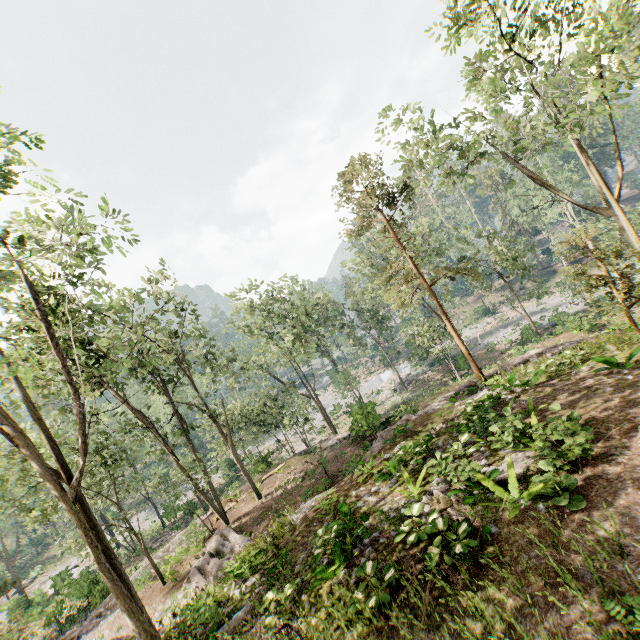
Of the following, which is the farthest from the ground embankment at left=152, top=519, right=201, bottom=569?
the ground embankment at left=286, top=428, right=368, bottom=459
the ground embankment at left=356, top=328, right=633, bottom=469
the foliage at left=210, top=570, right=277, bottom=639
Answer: the foliage at left=210, top=570, right=277, bottom=639

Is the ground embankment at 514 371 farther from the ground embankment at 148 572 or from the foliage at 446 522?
the ground embankment at 148 572

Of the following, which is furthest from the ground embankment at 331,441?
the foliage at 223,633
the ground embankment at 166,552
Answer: the foliage at 223,633

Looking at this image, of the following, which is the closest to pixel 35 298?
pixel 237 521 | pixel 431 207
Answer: pixel 237 521

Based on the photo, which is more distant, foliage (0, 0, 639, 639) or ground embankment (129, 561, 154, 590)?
ground embankment (129, 561, 154, 590)

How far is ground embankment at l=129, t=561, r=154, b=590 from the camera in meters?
20.2 m
